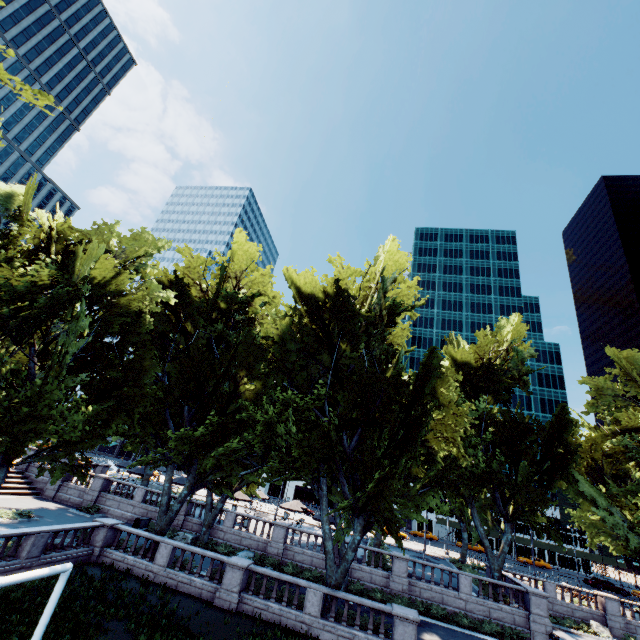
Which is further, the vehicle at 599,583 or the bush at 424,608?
the vehicle at 599,583

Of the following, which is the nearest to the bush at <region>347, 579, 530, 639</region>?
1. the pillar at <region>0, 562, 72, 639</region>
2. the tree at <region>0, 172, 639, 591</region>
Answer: the tree at <region>0, 172, 639, 591</region>

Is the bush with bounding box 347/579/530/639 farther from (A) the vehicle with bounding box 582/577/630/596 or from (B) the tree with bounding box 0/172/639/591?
(A) the vehicle with bounding box 582/577/630/596

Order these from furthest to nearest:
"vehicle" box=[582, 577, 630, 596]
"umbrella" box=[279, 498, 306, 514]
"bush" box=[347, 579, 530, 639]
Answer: "vehicle" box=[582, 577, 630, 596] → "umbrella" box=[279, 498, 306, 514] → "bush" box=[347, 579, 530, 639]

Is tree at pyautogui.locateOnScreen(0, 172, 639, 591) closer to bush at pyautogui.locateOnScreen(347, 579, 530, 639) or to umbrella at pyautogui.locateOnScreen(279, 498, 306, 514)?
umbrella at pyautogui.locateOnScreen(279, 498, 306, 514)

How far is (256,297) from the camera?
26.1 meters

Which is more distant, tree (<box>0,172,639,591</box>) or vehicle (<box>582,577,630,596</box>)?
vehicle (<box>582,577,630,596</box>)

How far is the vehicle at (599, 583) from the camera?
46.0 meters
